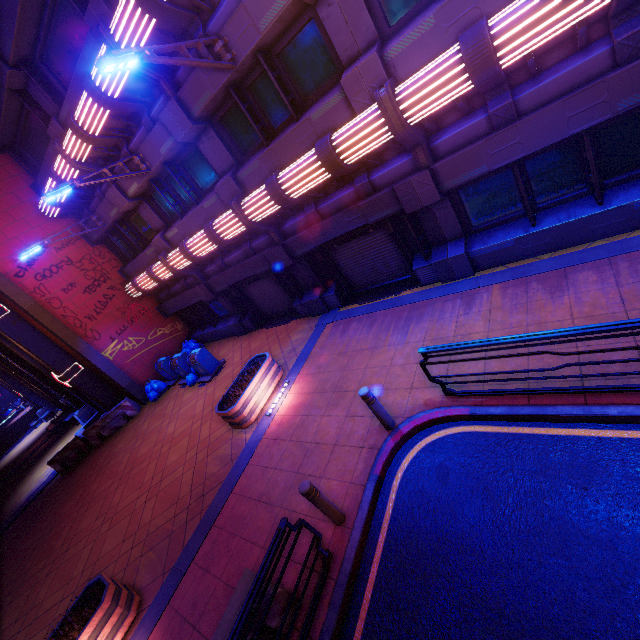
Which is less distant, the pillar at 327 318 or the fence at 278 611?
the fence at 278 611

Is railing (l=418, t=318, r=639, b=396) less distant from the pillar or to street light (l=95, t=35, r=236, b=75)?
A: the pillar

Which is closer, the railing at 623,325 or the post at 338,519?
the railing at 623,325

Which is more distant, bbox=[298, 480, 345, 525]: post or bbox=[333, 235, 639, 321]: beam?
bbox=[333, 235, 639, 321]: beam

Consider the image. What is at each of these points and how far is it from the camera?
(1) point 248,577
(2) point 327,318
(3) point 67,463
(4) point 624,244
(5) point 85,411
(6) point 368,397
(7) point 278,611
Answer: (1) fence, 4.5m
(2) pillar, 11.3m
(3) fence, 14.6m
(4) beam, 6.3m
(5) street light, 18.0m
(6) post, 5.8m
(7) fence, 4.5m

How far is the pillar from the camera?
11.05m

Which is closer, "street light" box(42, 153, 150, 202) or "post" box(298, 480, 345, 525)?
"post" box(298, 480, 345, 525)

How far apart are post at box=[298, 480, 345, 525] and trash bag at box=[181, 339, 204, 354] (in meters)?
12.77
